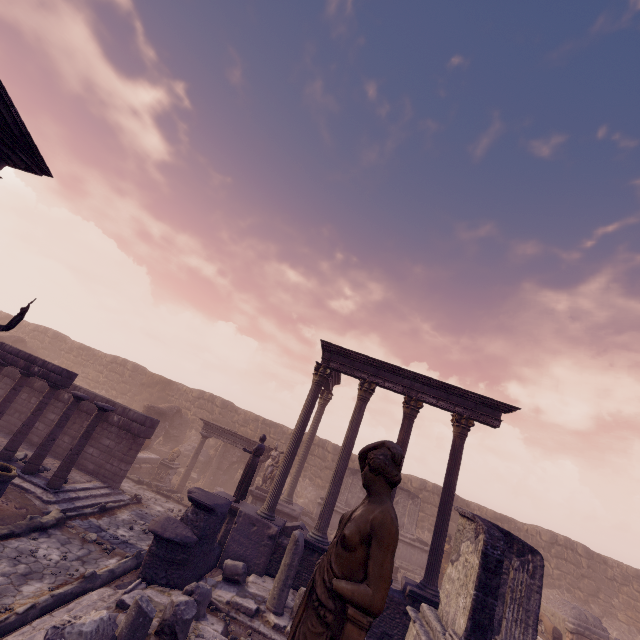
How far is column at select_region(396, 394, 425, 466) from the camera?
Answer: 11.5 meters

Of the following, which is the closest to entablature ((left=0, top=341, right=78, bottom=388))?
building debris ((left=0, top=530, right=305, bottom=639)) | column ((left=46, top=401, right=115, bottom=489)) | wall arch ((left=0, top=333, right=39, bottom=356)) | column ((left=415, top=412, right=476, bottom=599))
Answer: column ((left=46, top=401, right=115, bottom=489))

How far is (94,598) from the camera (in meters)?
6.28

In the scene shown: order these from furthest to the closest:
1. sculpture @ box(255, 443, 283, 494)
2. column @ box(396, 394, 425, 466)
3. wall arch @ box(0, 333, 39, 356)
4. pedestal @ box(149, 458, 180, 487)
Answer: wall arch @ box(0, 333, 39, 356)
pedestal @ box(149, 458, 180, 487)
sculpture @ box(255, 443, 283, 494)
column @ box(396, 394, 425, 466)

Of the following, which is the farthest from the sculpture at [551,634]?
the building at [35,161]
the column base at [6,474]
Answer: the building at [35,161]

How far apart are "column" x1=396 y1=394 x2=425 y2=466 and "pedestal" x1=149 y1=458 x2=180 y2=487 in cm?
1055

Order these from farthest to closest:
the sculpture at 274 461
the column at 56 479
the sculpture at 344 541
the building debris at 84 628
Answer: the sculpture at 274 461 < the column at 56 479 < the building debris at 84 628 < the sculpture at 344 541

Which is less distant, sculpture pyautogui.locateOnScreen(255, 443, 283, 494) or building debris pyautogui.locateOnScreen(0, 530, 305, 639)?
building debris pyautogui.locateOnScreen(0, 530, 305, 639)
